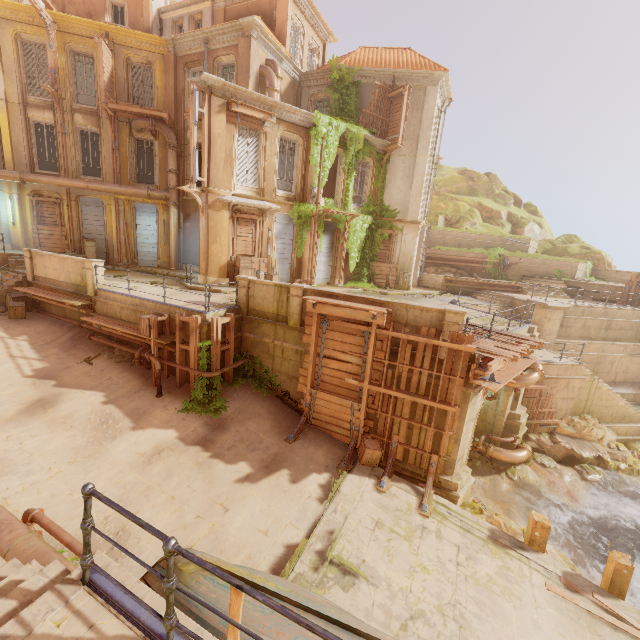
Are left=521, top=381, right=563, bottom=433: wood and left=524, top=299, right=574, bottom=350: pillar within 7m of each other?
yes

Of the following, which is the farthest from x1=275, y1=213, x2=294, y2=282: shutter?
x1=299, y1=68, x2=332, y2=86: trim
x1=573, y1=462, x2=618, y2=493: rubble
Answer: x1=573, y1=462, x2=618, y2=493: rubble

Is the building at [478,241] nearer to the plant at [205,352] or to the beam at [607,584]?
the plant at [205,352]

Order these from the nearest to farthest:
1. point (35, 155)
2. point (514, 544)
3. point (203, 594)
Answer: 1. point (203, 594)
2. point (514, 544)
3. point (35, 155)

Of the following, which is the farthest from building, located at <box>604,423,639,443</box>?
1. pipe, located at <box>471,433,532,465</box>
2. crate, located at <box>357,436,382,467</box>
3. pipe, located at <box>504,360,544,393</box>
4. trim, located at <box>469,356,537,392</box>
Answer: crate, located at <box>357,436,382,467</box>

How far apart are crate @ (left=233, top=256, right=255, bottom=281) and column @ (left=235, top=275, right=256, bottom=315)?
3.2 meters

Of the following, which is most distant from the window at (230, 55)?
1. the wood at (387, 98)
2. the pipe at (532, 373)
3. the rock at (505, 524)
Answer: the rock at (505, 524)

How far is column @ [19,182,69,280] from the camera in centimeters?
1505cm
